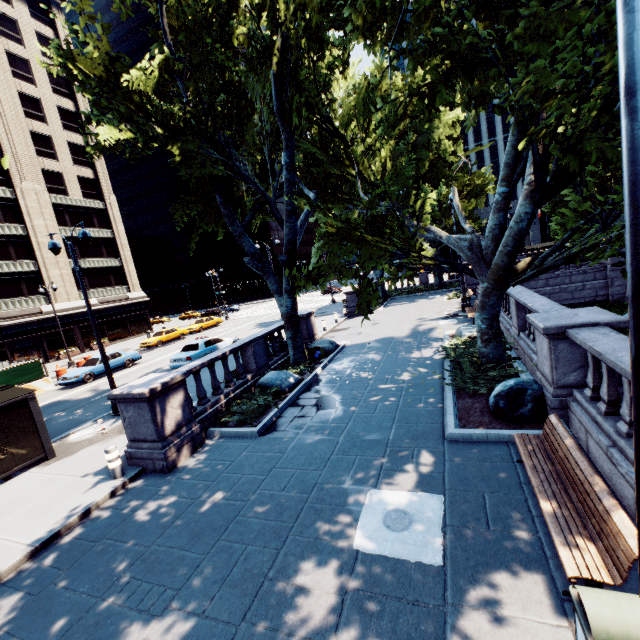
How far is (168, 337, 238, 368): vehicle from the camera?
18.7m

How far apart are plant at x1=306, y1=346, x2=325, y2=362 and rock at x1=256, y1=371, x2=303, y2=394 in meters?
1.9

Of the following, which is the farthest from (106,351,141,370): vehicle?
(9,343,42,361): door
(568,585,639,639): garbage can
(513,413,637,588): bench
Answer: (568,585,639,639): garbage can

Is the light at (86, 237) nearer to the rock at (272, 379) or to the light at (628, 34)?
the rock at (272, 379)

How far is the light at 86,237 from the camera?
11.7 meters

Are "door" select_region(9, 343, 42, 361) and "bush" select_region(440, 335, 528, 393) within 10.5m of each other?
no

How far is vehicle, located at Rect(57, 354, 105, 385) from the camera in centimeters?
2038cm

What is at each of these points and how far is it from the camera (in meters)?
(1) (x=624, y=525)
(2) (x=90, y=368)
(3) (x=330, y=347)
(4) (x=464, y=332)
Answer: (1) bench, 3.56
(2) vehicle, 21.25
(3) rock, 16.55
(4) rock, 13.39
